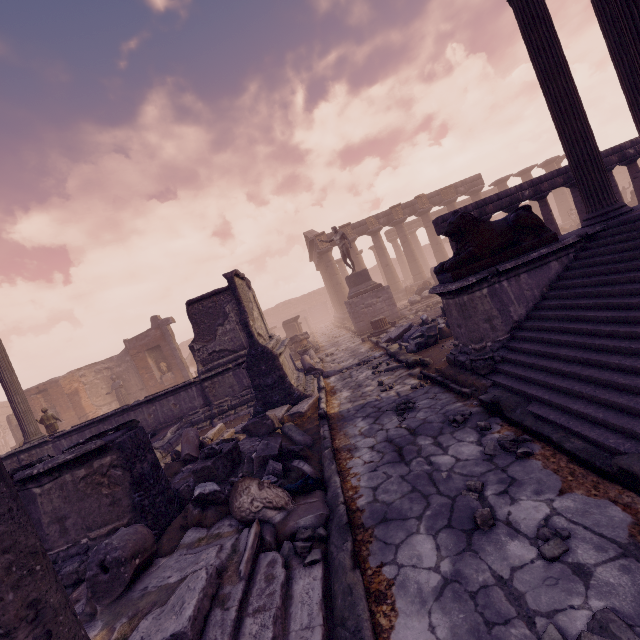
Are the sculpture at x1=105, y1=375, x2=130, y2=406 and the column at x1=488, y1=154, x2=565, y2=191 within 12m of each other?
no

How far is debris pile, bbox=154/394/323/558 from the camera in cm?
381

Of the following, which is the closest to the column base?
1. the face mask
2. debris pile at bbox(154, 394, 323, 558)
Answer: debris pile at bbox(154, 394, 323, 558)

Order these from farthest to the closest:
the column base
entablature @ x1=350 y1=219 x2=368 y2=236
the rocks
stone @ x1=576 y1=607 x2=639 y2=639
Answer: entablature @ x1=350 y1=219 x2=368 y2=236 → the column base → the rocks → stone @ x1=576 y1=607 x2=639 y2=639

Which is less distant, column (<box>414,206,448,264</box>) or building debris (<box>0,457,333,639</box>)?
building debris (<box>0,457,333,639</box>)

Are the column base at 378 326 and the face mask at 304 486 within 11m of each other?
yes

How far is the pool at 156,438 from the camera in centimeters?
807cm

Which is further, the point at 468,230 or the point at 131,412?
the point at 131,412
